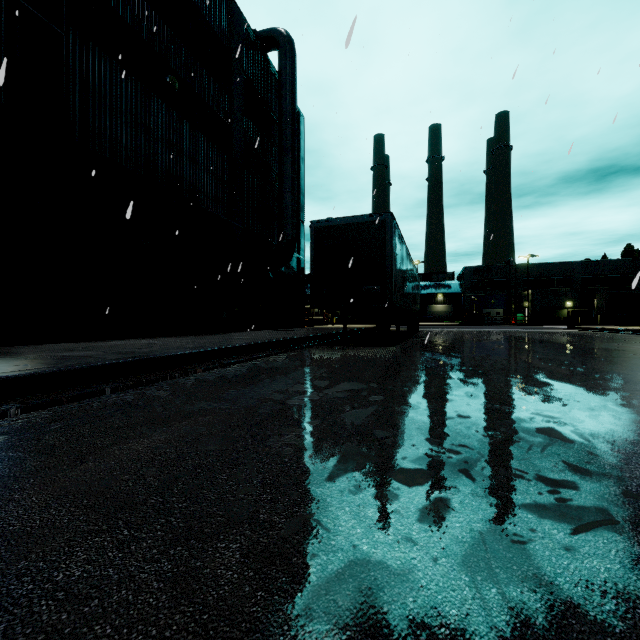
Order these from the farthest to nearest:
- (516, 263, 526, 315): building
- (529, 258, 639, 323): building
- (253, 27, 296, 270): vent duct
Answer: (516, 263, 526, 315): building < (529, 258, 639, 323): building < (253, 27, 296, 270): vent duct

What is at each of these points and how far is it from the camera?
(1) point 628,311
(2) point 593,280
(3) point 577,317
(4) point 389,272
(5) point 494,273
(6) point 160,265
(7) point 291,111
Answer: (1) semi trailer, 36.8m
(2) building, 50.8m
(3) concrete block, 43.7m
(4) semi trailer, 9.6m
(5) building, 55.1m
(6) building, 10.7m
(7) vent duct, 16.6m

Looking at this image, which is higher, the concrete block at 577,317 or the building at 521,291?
the building at 521,291

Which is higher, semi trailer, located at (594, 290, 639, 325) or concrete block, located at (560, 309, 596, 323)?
semi trailer, located at (594, 290, 639, 325)

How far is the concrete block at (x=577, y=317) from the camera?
43.22m

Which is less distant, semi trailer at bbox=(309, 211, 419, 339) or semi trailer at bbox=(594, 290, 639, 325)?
semi trailer at bbox=(309, 211, 419, 339)

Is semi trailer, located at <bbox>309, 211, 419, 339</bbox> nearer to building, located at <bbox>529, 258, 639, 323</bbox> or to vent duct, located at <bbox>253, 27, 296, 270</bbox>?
building, located at <bbox>529, 258, 639, 323</bbox>

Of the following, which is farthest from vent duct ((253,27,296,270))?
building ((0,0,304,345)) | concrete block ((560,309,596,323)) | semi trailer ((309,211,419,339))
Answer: concrete block ((560,309,596,323))
